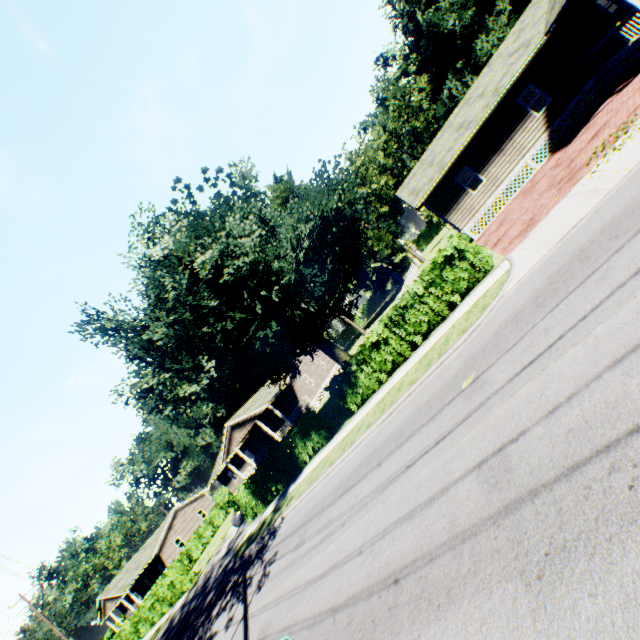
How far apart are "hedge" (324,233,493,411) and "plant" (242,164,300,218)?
36.26m

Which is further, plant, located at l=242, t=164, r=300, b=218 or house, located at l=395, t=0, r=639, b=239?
plant, located at l=242, t=164, r=300, b=218

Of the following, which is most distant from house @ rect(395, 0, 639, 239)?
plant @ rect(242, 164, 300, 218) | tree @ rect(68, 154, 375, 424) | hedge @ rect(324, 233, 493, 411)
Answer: plant @ rect(242, 164, 300, 218)

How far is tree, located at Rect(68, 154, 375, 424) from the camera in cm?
1272

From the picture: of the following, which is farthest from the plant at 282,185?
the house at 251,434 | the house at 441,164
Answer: the house at 251,434

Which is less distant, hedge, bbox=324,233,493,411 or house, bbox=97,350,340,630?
hedge, bbox=324,233,493,411

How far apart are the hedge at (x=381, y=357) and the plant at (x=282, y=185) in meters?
36.3 m

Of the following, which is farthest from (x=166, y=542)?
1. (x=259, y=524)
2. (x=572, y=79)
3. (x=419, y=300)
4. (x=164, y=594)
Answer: (x=572, y=79)
